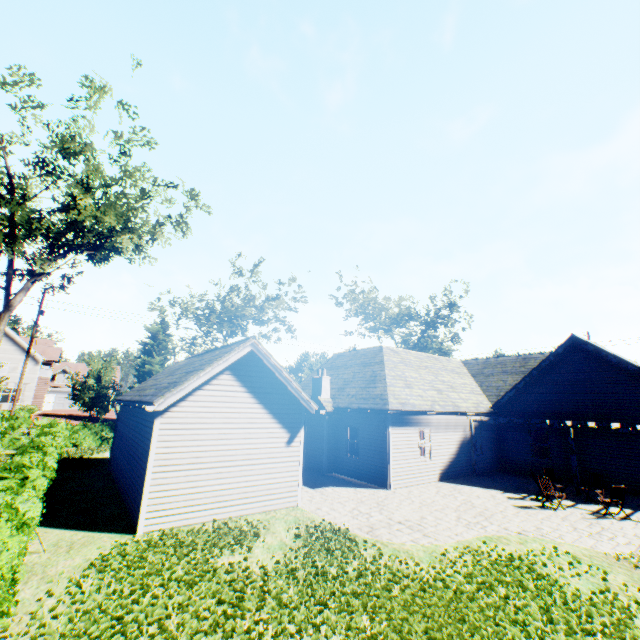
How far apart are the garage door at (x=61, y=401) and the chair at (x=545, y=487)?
62.2 meters

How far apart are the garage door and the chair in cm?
A: 6216

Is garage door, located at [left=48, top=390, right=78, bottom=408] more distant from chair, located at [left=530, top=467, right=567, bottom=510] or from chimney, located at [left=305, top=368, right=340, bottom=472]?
chair, located at [left=530, top=467, right=567, bottom=510]

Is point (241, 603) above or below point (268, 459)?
below

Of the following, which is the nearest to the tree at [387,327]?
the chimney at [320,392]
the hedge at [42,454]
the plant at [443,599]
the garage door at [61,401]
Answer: the plant at [443,599]

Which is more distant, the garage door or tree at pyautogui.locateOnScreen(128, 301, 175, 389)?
the garage door

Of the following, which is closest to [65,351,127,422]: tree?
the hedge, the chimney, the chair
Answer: the hedge

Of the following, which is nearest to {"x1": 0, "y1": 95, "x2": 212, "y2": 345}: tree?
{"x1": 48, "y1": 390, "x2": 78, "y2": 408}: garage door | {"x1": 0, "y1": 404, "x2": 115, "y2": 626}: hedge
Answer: {"x1": 0, "y1": 404, "x2": 115, "y2": 626}: hedge
